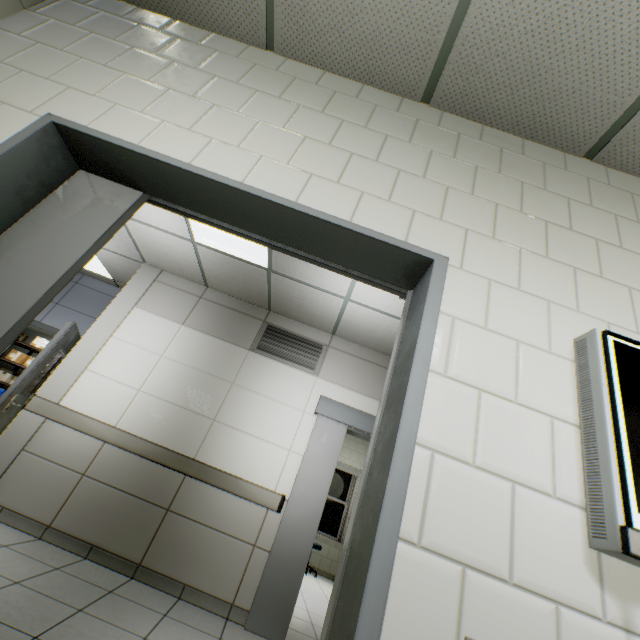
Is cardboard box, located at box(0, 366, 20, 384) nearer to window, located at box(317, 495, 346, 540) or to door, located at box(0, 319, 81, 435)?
door, located at box(0, 319, 81, 435)

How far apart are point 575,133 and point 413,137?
0.93m

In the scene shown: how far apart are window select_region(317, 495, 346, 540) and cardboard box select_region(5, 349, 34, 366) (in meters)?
7.86

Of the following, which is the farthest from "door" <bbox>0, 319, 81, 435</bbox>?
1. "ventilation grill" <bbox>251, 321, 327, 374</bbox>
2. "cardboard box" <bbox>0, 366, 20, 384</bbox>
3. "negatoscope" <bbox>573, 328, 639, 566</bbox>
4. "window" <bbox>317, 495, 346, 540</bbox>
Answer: "window" <bbox>317, 495, 346, 540</bbox>

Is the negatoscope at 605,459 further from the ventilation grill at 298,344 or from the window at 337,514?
Answer: the window at 337,514

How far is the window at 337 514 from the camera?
7.9m

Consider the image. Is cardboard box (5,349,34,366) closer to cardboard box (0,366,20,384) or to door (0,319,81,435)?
cardboard box (0,366,20,384)

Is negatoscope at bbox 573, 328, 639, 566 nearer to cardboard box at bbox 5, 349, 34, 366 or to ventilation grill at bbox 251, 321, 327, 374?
ventilation grill at bbox 251, 321, 327, 374
